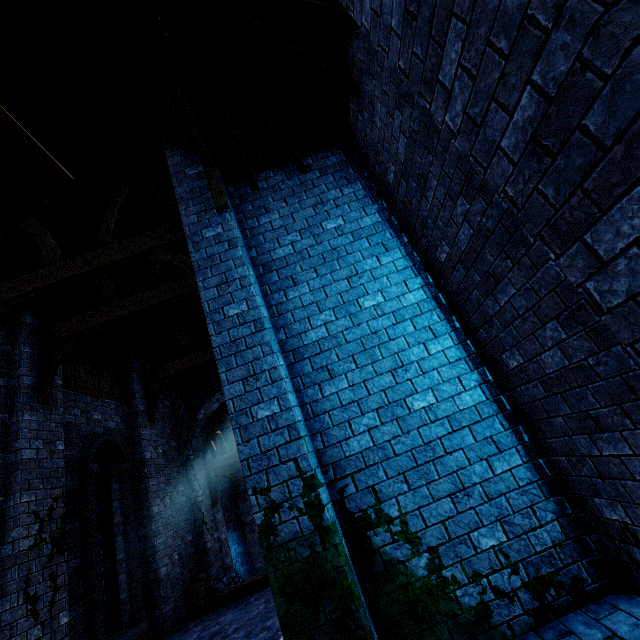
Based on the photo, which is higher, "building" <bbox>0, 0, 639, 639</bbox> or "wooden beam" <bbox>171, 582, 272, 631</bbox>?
"building" <bbox>0, 0, 639, 639</bbox>

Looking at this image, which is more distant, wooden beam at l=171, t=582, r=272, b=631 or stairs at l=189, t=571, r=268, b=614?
stairs at l=189, t=571, r=268, b=614

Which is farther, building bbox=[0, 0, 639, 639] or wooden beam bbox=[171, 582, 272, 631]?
wooden beam bbox=[171, 582, 272, 631]

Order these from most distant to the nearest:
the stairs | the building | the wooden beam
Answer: the stairs, the wooden beam, the building

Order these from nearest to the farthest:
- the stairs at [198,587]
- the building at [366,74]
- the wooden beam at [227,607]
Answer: the building at [366,74] → the wooden beam at [227,607] → the stairs at [198,587]

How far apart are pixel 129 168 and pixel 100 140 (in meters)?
0.63

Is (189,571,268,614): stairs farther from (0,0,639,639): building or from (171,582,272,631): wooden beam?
(0,0,639,639): building

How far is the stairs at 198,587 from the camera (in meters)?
8.02
